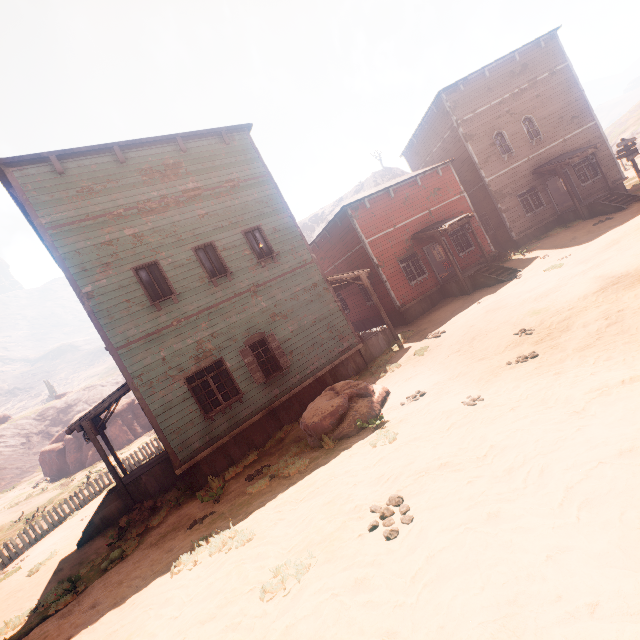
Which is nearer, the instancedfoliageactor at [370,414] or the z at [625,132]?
the instancedfoliageactor at [370,414]

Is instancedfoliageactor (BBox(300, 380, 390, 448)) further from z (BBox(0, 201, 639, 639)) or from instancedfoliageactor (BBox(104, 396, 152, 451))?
instancedfoliageactor (BBox(104, 396, 152, 451))

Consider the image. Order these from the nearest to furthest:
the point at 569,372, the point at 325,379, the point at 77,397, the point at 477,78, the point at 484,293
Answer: the point at 569,372 < the point at 325,379 < the point at 484,293 < the point at 477,78 < the point at 77,397

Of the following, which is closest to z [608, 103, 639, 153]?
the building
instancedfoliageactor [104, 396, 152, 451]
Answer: the building

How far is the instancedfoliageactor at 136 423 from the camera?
31.4 meters

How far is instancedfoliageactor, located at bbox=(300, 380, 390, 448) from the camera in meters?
8.0 m

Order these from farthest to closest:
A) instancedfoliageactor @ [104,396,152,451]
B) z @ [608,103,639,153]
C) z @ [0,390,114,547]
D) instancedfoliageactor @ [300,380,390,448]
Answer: z @ [608,103,639,153]
instancedfoliageactor @ [104,396,152,451]
z @ [0,390,114,547]
instancedfoliageactor @ [300,380,390,448]
